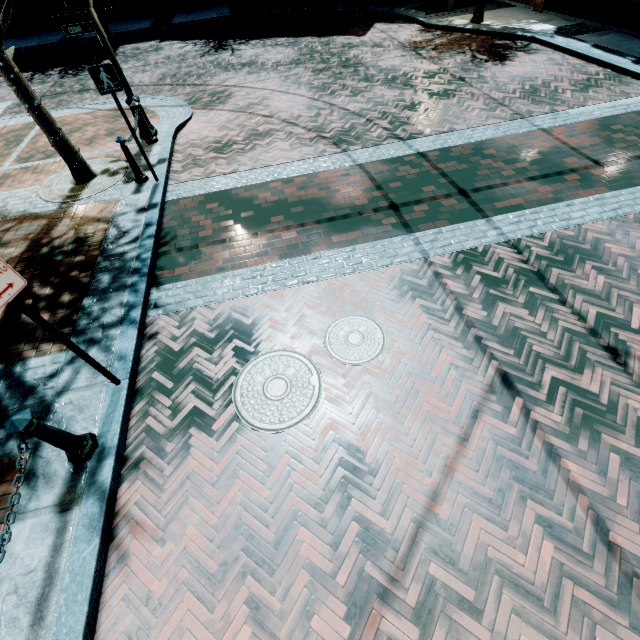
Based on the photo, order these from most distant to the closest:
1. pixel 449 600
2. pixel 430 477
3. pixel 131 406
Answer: pixel 131 406
pixel 430 477
pixel 449 600

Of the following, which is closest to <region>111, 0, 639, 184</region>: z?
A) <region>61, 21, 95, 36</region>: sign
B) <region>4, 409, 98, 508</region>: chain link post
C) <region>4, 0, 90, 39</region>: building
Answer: <region>4, 0, 90, 39</region>: building

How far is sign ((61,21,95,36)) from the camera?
6.5 meters

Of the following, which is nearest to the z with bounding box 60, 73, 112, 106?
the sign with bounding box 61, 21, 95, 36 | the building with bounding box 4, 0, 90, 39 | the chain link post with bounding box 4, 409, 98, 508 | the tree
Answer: the building with bounding box 4, 0, 90, 39

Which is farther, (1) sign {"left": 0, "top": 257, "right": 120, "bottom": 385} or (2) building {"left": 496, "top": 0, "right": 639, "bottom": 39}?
(2) building {"left": 496, "top": 0, "right": 639, "bottom": 39}

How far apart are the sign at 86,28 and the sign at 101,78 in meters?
2.6 m

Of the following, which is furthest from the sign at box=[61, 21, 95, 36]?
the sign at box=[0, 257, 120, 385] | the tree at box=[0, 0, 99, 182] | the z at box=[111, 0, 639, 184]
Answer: the sign at box=[0, 257, 120, 385]

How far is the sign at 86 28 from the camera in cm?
649
